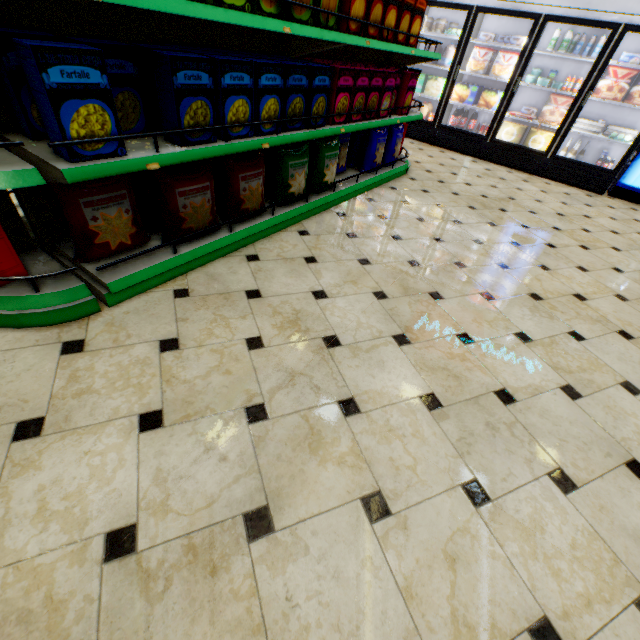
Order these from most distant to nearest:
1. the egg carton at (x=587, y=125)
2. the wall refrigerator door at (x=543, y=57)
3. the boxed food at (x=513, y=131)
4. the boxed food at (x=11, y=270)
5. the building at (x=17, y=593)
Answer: the boxed food at (x=513, y=131)
the egg carton at (x=587, y=125)
the wall refrigerator door at (x=543, y=57)
the boxed food at (x=11, y=270)
the building at (x=17, y=593)

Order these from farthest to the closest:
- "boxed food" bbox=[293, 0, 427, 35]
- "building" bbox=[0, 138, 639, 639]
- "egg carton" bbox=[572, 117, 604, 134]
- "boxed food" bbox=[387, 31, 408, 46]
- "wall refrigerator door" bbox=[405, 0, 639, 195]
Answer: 1. "egg carton" bbox=[572, 117, 604, 134]
2. "wall refrigerator door" bbox=[405, 0, 639, 195]
3. "boxed food" bbox=[387, 31, 408, 46]
4. "boxed food" bbox=[293, 0, 427, 35]
5. "building" bbox=[0, 138, 639, 639]

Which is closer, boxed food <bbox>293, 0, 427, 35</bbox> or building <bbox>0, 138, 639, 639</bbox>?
building <bbox>0, 138, 639, 639</bbox>

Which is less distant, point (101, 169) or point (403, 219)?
point (101, 169)

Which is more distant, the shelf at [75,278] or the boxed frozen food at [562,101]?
the boxed frozen food at [562,101]

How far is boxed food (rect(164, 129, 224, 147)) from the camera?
1.76m

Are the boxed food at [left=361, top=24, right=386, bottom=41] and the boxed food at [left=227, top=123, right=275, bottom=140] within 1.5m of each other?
yes

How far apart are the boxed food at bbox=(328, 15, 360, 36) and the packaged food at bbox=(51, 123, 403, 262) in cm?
107
